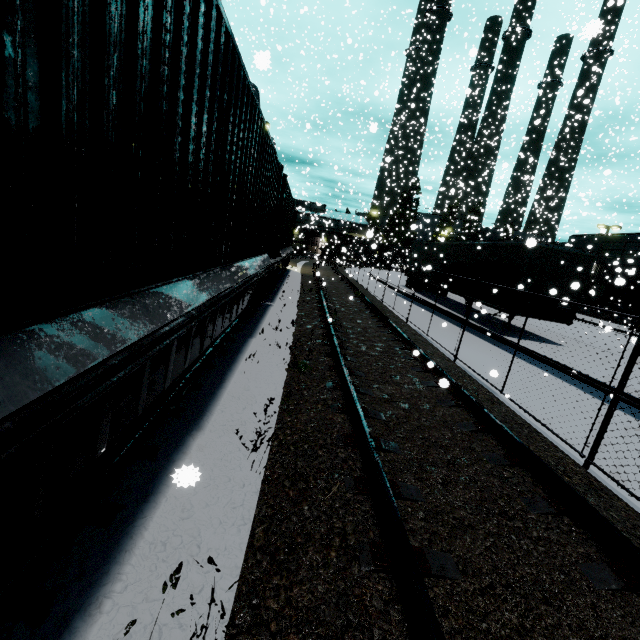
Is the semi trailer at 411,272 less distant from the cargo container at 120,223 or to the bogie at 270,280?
the cargo container at 120,223

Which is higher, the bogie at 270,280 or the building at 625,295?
the building at 625,295

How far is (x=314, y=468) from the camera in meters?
3.3

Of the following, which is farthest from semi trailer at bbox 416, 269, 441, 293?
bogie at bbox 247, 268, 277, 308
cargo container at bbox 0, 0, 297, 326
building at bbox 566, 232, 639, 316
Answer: bogie at bbox 247, 268, 277, 308

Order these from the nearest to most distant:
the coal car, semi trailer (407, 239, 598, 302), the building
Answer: semi trailer (407, 239, 598, 302) → the building → the coal car

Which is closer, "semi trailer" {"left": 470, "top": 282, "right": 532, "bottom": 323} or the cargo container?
the cargo container

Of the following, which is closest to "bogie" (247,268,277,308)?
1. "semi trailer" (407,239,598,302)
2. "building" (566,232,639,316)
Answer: "building" (566,232,639,316)

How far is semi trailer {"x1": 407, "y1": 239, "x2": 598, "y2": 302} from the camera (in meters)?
11.94
